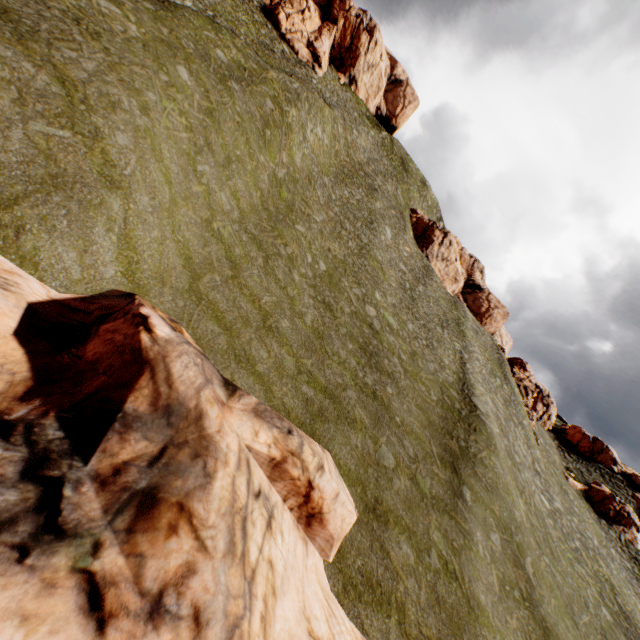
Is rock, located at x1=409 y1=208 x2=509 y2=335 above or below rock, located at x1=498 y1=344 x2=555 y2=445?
above

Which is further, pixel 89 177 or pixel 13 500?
pixel 89 177

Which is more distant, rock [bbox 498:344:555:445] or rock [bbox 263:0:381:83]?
rock [bbox 263:0:381:83]

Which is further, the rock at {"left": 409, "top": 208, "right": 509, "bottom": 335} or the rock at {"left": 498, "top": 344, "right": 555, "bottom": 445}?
the rock at {"left": 409, "top": 208, "right": 509, "bottom": 335}

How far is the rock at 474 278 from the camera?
52.12m

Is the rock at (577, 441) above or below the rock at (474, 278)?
below

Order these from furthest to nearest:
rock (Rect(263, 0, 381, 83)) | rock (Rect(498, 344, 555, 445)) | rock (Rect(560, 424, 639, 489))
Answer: rock (Rect(263, 0, 381, 83))
rock (Rect(560, 424, 639, 489))
rock (Rect(498, 344, 555, 445))
